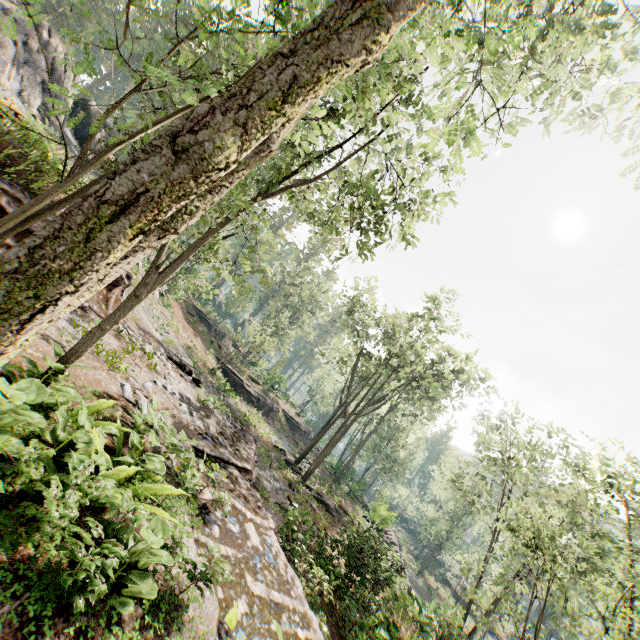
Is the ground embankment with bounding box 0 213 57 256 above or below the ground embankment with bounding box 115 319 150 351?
above

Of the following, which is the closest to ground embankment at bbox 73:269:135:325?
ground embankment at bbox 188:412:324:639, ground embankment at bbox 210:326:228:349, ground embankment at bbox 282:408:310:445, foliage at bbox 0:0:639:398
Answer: foliage at bbox 0:0:639:398

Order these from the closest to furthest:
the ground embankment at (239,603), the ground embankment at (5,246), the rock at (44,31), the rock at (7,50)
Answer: the ground embankment at (239,603) → the ground embankment at (5,246) → the rock at (7,50) → the rock at (44,31)

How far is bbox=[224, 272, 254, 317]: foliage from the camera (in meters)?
8.09

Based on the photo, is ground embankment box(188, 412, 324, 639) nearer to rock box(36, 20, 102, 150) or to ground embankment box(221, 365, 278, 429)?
ground embankment box(221, 365, 278, 429)

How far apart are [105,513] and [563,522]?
34.66m

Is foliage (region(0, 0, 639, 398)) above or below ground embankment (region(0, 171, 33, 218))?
above

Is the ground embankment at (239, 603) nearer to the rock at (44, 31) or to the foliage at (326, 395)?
the foliage at (326, 395)
